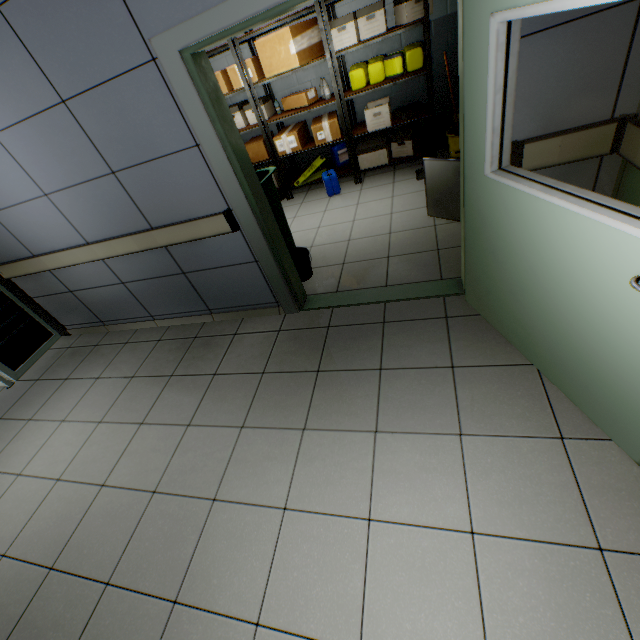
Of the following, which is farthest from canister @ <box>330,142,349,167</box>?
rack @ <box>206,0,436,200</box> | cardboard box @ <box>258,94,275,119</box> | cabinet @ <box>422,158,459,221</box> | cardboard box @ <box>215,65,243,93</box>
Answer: cabinet @ <box>422,158,459,221</box>

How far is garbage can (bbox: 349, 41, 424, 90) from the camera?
4.11m

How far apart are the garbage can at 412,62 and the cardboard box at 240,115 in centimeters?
174cm

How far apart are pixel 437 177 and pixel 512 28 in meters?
1.9 m

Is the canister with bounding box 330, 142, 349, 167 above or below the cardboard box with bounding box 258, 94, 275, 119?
below

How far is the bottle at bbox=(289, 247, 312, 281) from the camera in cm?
341

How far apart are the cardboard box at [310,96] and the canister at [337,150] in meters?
0.7

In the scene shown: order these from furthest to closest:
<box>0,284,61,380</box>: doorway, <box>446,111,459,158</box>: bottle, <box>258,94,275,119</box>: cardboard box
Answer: <box>258,94,275,119</box>: cardboard box → <box>446,111,459,158</box>: bottle → <box>0,284,61,380</box>: doorway
